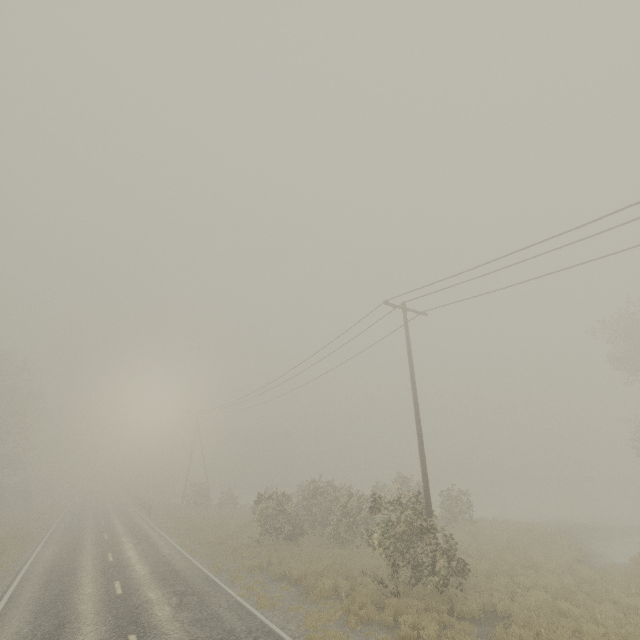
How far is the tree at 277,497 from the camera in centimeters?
1183cm

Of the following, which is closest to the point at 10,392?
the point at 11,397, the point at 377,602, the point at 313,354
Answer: the point at 11,397

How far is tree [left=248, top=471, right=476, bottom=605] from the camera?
11.83m
